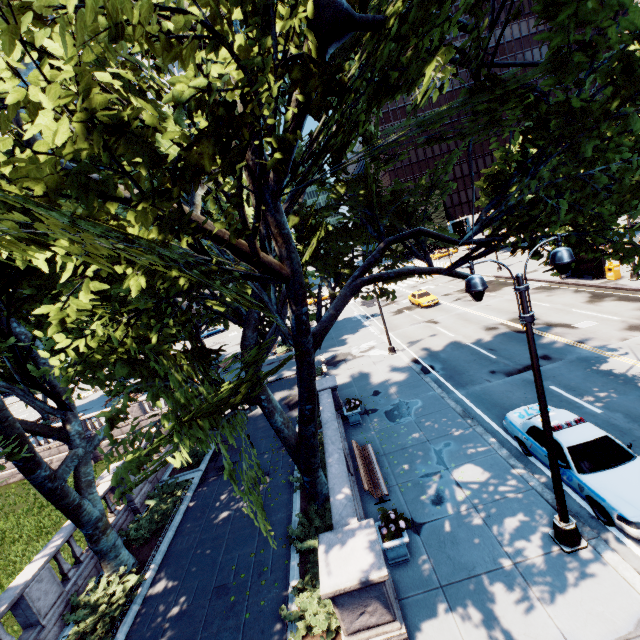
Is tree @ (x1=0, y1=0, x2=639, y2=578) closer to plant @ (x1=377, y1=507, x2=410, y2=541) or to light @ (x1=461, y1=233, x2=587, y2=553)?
light @ (x1=461, y1=233, x2=587, y2=553)

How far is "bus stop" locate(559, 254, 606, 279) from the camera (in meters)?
24.92

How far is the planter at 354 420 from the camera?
15.8m

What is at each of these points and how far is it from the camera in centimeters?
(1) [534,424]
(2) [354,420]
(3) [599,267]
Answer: (1) vehicle, 1058cm
(2) planter, 1599cm
(3) bus stop, 2500cm

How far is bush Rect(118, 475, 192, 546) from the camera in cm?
1292

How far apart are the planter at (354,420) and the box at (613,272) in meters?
23.0 m

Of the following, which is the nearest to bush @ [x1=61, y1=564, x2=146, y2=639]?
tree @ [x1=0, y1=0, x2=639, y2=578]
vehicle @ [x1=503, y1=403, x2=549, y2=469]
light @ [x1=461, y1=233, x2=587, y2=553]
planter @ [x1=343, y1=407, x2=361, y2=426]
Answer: tree @ [x1=0, y1=0, x2=639, y2=578]

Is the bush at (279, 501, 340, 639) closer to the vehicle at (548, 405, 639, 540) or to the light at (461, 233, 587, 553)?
the light at (461, 233, 587, 553)
